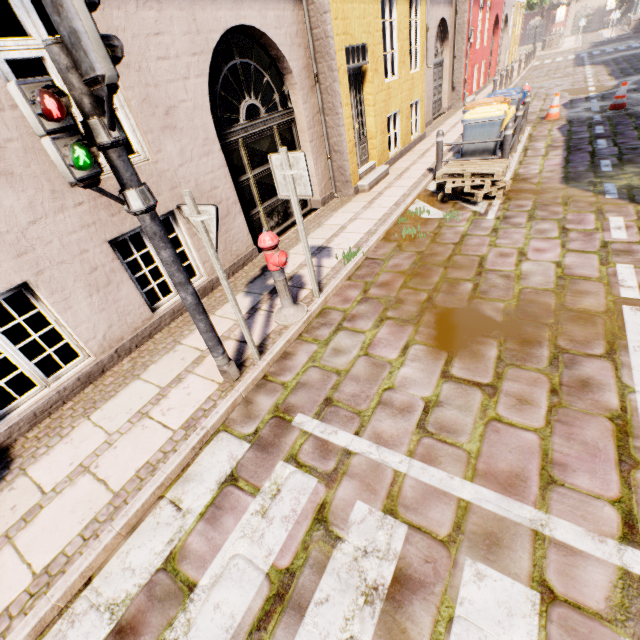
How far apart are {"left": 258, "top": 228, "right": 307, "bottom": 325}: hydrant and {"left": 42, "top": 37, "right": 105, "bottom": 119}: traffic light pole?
1.8m

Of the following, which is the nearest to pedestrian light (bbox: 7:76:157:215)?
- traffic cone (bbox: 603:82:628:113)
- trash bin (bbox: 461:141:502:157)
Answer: trash bin (bbox: 461:141:502:157)

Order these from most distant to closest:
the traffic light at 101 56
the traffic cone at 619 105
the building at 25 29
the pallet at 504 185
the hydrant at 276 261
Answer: the traffic cone at 619 105 < the pallet at 504 185 < the hydrant at 276 261 < the building at 25 29 < the traffic light at 101 56

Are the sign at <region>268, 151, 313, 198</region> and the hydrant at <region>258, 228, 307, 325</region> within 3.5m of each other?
yes

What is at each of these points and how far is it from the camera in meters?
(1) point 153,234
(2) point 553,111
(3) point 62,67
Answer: (1) traffic light pole, 2.6
(2) traffic cone, 10.5
(3) traffic light pole, 1.9

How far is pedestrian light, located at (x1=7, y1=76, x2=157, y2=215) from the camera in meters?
1.8

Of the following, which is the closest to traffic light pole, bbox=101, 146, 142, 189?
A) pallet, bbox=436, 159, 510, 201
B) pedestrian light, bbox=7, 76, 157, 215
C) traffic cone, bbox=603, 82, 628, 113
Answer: pedestrian light, bbox=7, 76, 157, 215

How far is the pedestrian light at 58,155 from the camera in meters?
1.8
